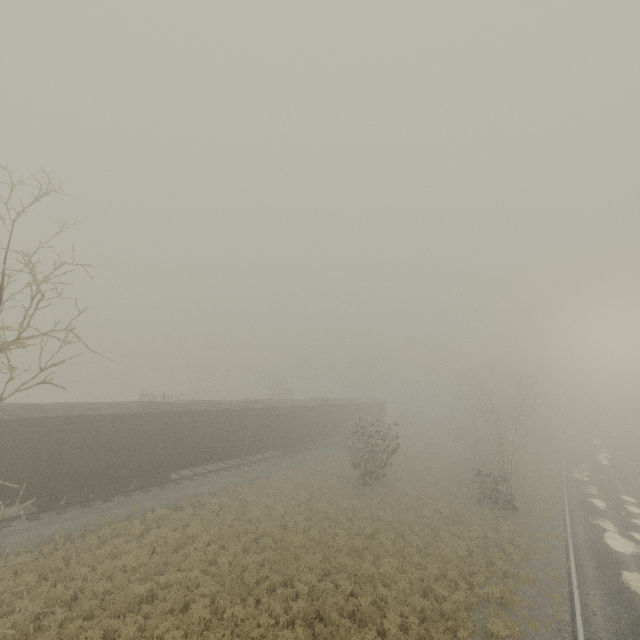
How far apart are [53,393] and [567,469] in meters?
78.2 m
